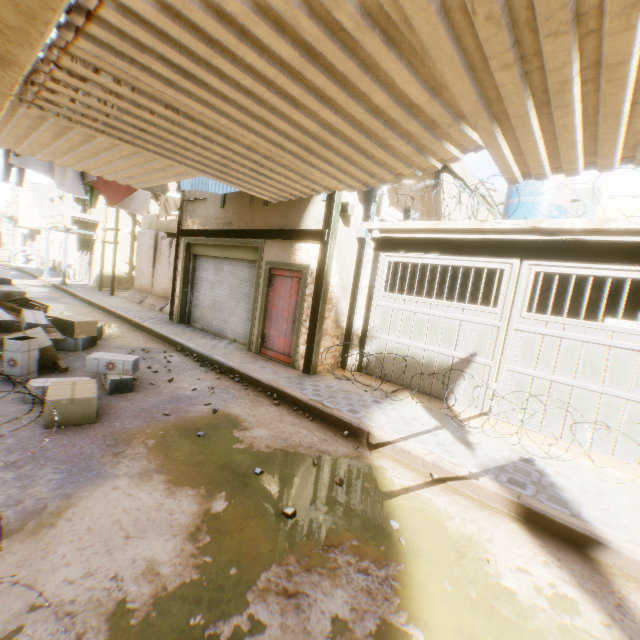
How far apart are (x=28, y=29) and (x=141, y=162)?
2.9m

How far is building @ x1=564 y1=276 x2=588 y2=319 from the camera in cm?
966

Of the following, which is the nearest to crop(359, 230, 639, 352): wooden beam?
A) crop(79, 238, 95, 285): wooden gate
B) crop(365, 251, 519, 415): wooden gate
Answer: crop(365, 251, 519, 415): wooden gate

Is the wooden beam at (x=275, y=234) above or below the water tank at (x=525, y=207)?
below

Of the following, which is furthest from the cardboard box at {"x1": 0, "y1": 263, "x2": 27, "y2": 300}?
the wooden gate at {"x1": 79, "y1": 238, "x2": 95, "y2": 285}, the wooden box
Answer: the wooden gate at {"x1": 79, "y1": 238, "x2": 95, "y2": 285}

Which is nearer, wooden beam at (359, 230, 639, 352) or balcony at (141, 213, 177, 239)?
wooden beam at (359, 230, 639, 352)

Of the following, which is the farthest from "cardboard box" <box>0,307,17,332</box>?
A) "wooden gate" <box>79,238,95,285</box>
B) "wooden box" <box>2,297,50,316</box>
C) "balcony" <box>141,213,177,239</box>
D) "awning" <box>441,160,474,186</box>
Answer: "awning" <box>441,160,474,186</box>

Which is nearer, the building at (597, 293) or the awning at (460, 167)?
the awning at (460, 167)
